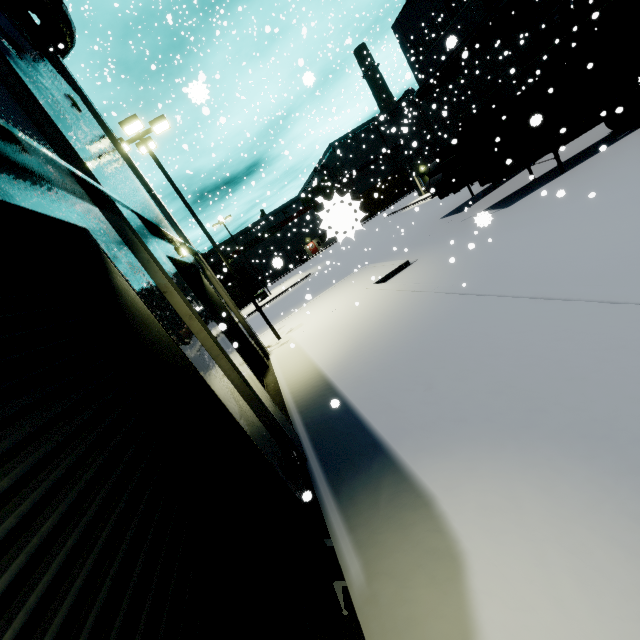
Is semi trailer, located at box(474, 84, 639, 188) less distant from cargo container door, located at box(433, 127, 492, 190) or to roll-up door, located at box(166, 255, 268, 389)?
cargo container door, located at box(433, 127, 492, 190)

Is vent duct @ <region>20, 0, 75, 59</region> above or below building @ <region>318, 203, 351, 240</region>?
above

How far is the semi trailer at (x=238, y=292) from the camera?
44.7 meters

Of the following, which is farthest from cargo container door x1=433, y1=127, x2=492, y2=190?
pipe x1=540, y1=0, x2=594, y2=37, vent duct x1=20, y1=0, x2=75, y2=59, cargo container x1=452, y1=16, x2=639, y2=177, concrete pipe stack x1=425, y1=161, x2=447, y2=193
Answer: vent duct x1=20, y1=0, x2=75, y2=59

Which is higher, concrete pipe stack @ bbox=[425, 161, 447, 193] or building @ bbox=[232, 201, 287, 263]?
building @ bbox=[232, 201, 287, 263]

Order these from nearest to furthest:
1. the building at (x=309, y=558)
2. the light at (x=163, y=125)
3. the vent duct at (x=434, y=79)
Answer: the building at (x=309, y=558) → the light at (x=163, y=125) → the vent duct at (x=434, y=79)

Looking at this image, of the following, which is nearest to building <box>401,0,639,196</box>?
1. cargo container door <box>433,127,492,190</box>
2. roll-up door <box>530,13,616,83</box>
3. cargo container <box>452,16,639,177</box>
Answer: roll-up door <box>530,13,616,83</box>

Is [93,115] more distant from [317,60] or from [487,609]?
[317,60]
